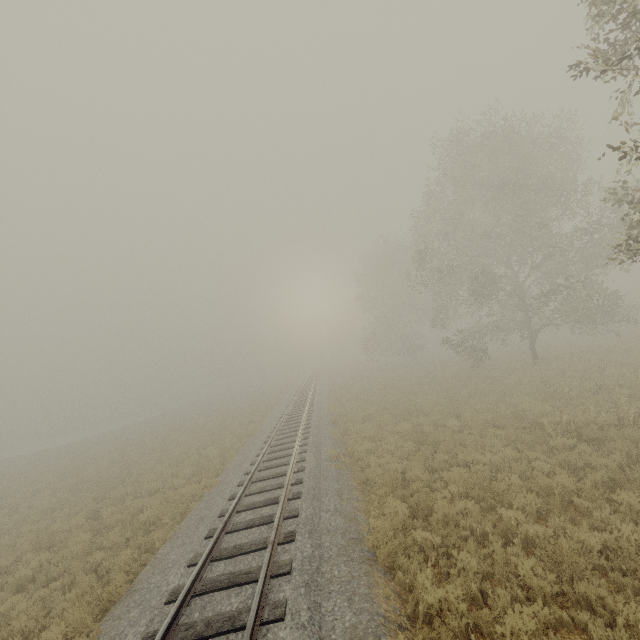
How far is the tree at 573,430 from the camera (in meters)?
9.11

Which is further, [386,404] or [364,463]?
[386,404]

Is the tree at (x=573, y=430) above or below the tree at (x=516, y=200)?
below

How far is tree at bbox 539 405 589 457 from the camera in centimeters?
911cm

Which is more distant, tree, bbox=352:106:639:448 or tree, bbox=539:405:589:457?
tree, bbox=352:106:639:448

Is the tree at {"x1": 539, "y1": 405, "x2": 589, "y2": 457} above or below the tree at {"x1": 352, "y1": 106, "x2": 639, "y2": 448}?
below
